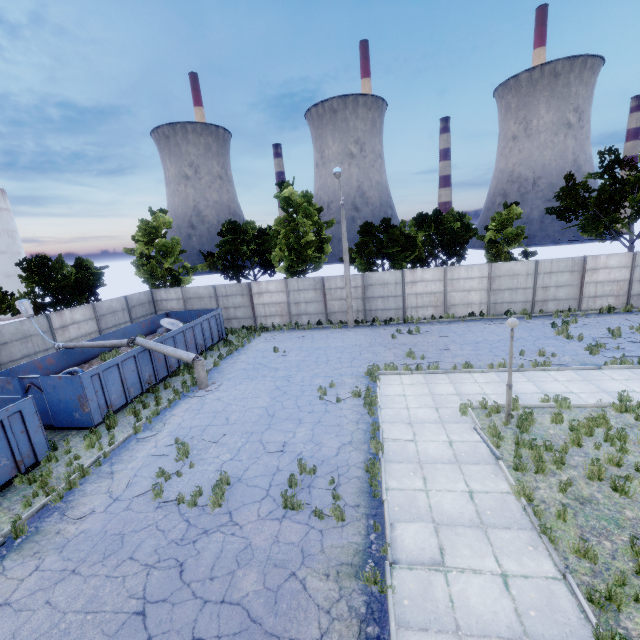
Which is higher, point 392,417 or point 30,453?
point 30,453

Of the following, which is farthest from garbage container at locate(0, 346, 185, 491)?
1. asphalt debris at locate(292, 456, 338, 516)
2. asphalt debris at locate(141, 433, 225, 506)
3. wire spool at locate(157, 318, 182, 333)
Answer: asphalt debris at locate(292, 456, 338, 516)

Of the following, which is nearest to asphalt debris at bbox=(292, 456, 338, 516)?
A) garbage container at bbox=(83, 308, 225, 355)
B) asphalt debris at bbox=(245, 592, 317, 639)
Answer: asphalt debris at bbox=(245, 592, 317, 639)

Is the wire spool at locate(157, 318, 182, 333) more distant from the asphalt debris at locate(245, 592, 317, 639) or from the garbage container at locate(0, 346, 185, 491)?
the asphalt debris at locate(245, 592, 317, 639)

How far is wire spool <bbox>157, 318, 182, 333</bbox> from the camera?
21.22m

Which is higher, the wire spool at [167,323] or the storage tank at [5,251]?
the storage tank at [5,251]

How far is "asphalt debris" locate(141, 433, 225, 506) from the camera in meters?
8.4 m

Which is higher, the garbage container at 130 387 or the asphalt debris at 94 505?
the garbage container at 130 387
